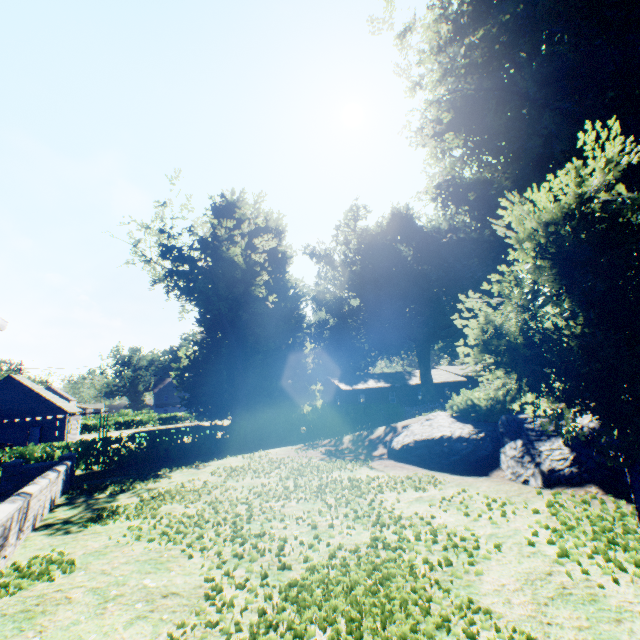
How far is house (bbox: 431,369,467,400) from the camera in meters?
50.1 m

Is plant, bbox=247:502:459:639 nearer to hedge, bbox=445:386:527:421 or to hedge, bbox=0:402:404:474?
hedge, bbox=0:402:404:474

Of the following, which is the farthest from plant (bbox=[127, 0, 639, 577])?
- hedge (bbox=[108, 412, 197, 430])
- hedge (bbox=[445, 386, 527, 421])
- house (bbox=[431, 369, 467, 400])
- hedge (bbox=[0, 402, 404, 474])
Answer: hedge (bbox=[445, 386, 527, 421])

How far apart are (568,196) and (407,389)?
47.34m

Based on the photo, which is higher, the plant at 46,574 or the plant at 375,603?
the plant at 46,574

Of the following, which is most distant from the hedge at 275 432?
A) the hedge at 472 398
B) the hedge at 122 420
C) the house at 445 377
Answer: the hedge at 122 420

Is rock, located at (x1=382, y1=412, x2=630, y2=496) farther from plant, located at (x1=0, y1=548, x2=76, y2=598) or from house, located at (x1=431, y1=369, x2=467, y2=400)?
house, located at (x1=431, y1=369, x2=467, y2=400)

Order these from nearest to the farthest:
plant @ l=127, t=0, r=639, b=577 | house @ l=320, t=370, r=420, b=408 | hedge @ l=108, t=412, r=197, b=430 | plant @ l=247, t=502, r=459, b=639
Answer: plant @ l=247, t=502, r=459, b=639
plant @ l=127, t=0, r=639, b=577
house @ l=320, t=370, r=420, b=408
hedge @ l=108, t=412, r=197, b=430
